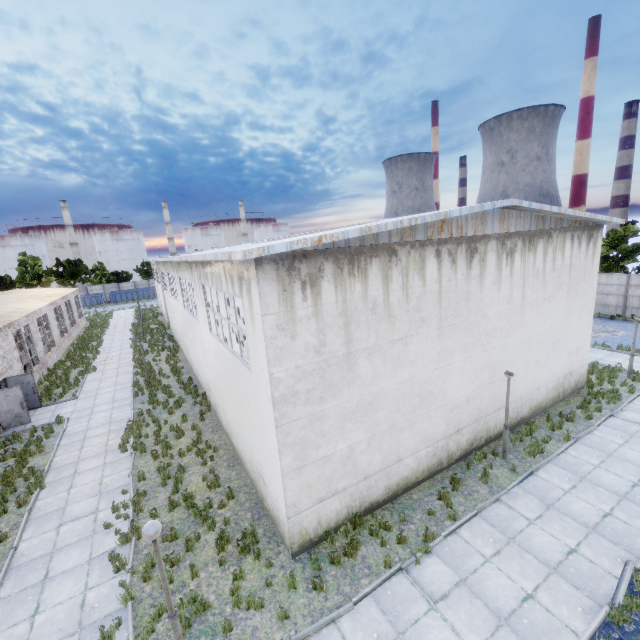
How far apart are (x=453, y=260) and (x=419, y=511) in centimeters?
773cm
